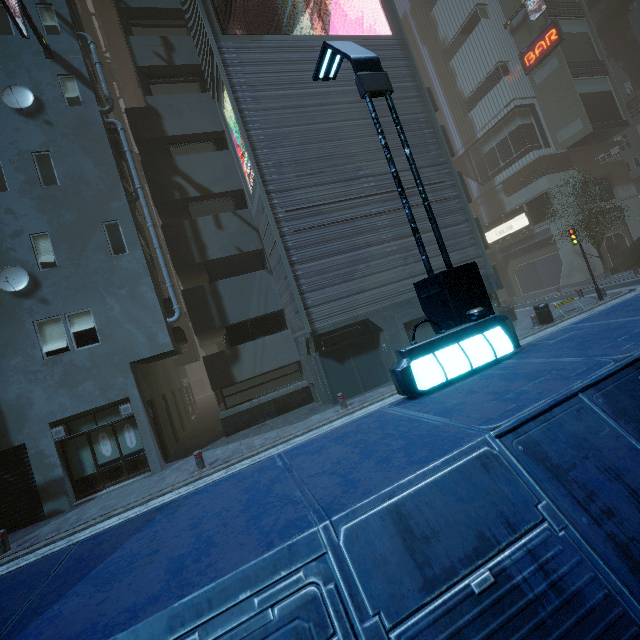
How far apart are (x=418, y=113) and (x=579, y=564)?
17.73m

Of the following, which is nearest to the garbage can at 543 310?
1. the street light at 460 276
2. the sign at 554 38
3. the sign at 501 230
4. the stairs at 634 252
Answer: the street light at 460 276

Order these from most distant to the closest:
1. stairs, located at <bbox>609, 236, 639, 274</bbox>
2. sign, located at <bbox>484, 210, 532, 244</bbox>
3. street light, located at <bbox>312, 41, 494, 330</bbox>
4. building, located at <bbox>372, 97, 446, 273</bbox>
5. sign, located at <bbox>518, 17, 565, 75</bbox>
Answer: sign, located at <bbox>484, 210, 532, 244</bbox>, sign, located at <bbox>518, 17, 565, 75</bbox>, stairs, located at <bbox>609, 236, 639, 274</bbox>, building, located at <bbox>372, 97, 446, 273</bbox>, street light, located at <bbox>312, 41, 494, 330</bbox>

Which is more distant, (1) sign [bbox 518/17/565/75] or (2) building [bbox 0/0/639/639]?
(1) sign [bbox 518/17/565/75]

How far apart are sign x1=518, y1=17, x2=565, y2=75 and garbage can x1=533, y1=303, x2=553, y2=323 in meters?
28.2 m

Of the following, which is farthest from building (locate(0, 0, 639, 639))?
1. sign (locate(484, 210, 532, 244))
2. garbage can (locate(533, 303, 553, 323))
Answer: garbage can (locate(533, 303, 553, 323))

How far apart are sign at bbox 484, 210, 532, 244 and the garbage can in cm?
2059

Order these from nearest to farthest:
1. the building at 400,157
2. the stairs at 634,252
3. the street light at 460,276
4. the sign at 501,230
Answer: the street light at 460,276
the building at 400,157
the stairs at 634,252
the sign at 501,230
